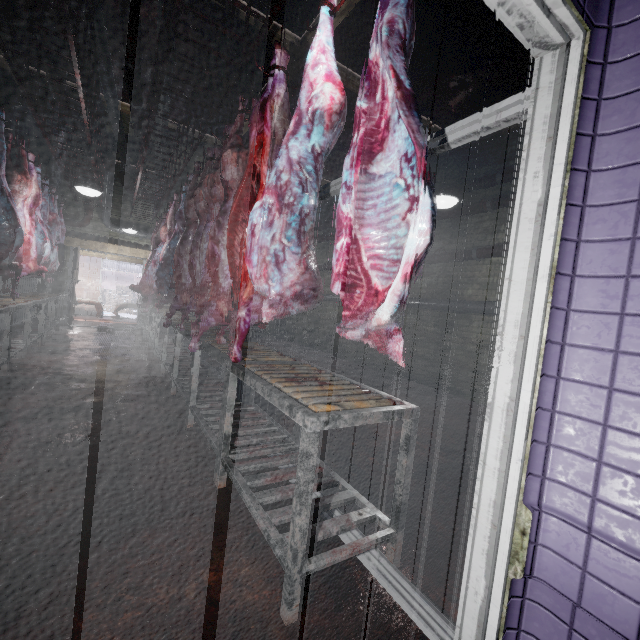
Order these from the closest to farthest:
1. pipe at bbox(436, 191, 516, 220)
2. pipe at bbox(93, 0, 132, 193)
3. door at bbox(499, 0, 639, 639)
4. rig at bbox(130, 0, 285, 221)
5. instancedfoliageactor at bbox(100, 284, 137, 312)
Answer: door at bbox(499, 0, 639, 639)
rig at bbox(130, 0, 285, 221)
pipe at bbox(93, 0, 132, 193)
pipe at bbox(436, 191, 516, 220)
instancedfoliageactor at bbox(100, 284, 137, 312)

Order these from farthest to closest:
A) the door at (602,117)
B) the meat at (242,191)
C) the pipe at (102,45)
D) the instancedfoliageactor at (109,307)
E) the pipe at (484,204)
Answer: the instancedfoliageactor at (109,307) < the pipe at (484,204) < the pipe at (102,45) < the meat at (242,191) < the door at (602,117)

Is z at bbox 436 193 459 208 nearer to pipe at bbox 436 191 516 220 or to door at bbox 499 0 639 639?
pipe at bbox 436 191 516 220

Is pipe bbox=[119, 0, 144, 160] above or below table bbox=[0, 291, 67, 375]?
above

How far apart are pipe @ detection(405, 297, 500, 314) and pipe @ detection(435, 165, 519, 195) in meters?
1.7

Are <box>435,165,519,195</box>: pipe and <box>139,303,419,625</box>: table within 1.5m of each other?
no

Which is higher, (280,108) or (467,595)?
(280,108)

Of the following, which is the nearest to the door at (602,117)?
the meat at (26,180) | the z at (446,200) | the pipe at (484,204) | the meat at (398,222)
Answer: the meat at (398,222)
